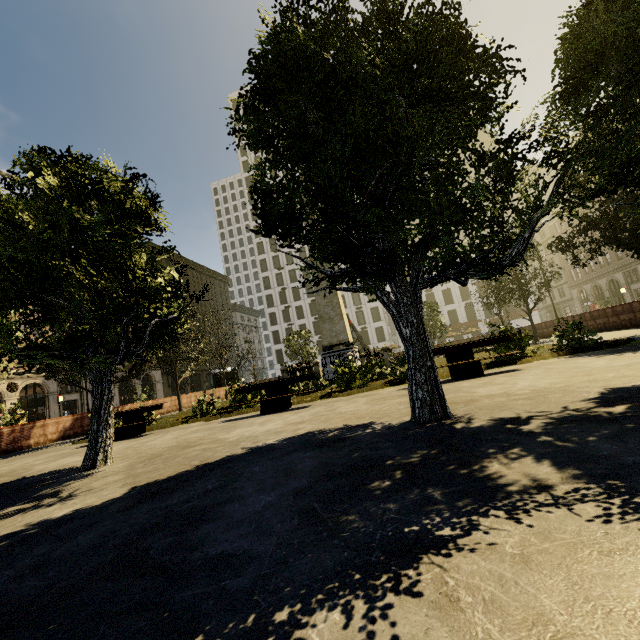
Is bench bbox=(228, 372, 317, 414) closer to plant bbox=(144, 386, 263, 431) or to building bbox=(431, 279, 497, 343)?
plant bbox=(144, 386, 263, 431)

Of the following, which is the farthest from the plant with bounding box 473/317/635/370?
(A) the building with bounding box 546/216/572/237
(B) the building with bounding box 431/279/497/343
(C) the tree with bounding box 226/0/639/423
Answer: (B) the building with bounding box 431/279/497/343

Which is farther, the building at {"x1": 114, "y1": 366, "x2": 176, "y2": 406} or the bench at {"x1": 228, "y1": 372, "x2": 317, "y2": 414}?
the building at {"x1": 114, "y1": 366, "x2": 176, "y2": 406}

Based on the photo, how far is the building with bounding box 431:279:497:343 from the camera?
57.47m

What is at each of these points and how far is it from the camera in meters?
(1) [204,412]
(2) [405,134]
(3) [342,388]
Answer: (1) plant, 12.3
(2) tree, 3.0
(3) plant, 11.6

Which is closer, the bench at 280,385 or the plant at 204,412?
the bench at 280,385

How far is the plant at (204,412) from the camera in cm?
1105

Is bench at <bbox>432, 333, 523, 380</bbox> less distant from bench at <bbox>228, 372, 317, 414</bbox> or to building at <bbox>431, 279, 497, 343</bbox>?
bench at <bbox>228, 372, 317, 414</bbox>
